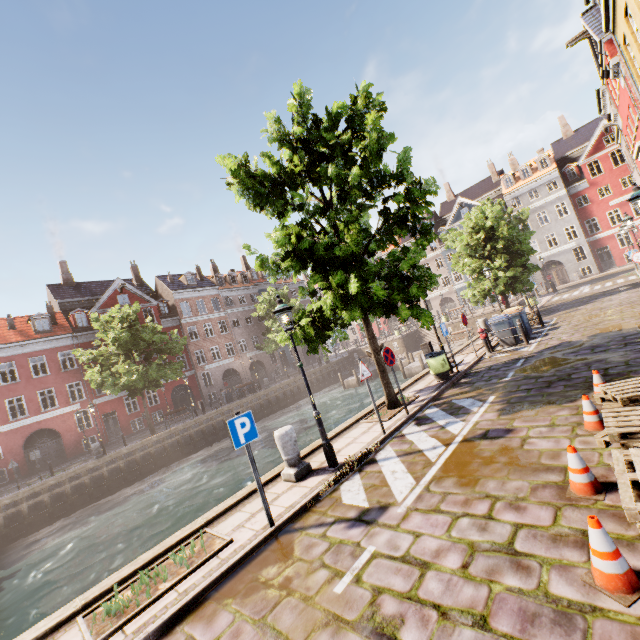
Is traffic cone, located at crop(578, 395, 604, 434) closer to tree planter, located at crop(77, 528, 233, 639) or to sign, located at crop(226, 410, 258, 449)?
sign, located at crop(226, 410, 258, 449)

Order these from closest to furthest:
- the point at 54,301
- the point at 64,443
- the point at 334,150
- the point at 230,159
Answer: the point at 230,159 < the point at 334,150 < the point at 64,443 < the point at 54,301

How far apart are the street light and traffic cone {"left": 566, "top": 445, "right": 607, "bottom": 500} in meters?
4.2 m

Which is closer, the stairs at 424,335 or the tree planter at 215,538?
the tree planter at 215,538

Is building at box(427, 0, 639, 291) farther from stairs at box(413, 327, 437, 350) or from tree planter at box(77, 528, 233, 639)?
tree planter at box(77, 528, 233, 639)

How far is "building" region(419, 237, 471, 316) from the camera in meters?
47.9 m

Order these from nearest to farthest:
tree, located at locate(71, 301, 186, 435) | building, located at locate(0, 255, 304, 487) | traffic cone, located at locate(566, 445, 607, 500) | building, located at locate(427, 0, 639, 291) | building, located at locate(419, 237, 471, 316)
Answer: traffic cone, located at locate(566, 445, 607, 500), building, located at locate(427, 0, 639, 291), tree, located at locate(71, 301, 186, 435), building, located at locate(0, 255, 304, 487), building, located at locate(419, 237, 471, 316)

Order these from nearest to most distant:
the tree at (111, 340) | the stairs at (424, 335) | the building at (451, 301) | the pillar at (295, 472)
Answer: the pillar at (295, 472), the tree at (111, 340), the stairs at (424, 335), the building at (451, 301)
